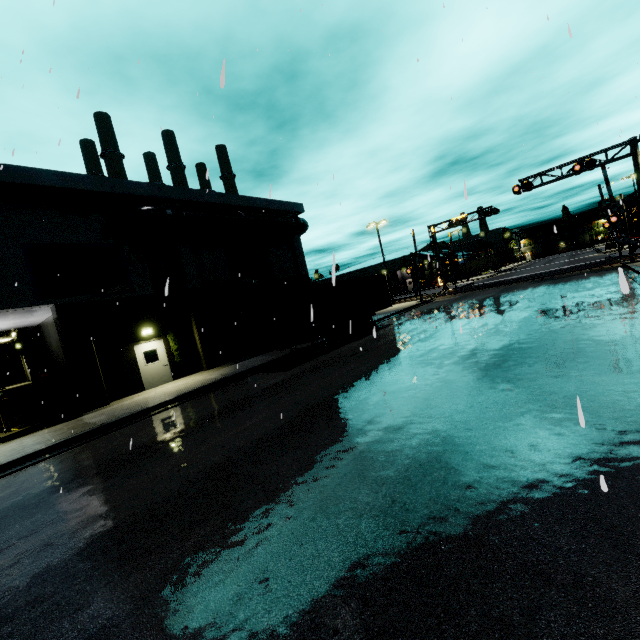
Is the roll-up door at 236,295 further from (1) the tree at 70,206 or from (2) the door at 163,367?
(2) the door at 163,367

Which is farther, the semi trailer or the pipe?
the pipe

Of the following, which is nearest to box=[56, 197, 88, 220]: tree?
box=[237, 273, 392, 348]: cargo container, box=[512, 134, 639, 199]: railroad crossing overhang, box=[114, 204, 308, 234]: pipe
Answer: box=[114, 204, 308, 234]: pipe

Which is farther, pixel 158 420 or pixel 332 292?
pixel 332 292

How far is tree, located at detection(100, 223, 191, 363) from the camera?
16.67m

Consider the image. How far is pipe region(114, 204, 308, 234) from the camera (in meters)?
16.38

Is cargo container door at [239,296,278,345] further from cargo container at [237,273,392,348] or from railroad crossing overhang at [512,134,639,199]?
railroad crossing overhang at [512,134,639,199]

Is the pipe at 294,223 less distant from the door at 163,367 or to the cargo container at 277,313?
the cargo container at 277,313
